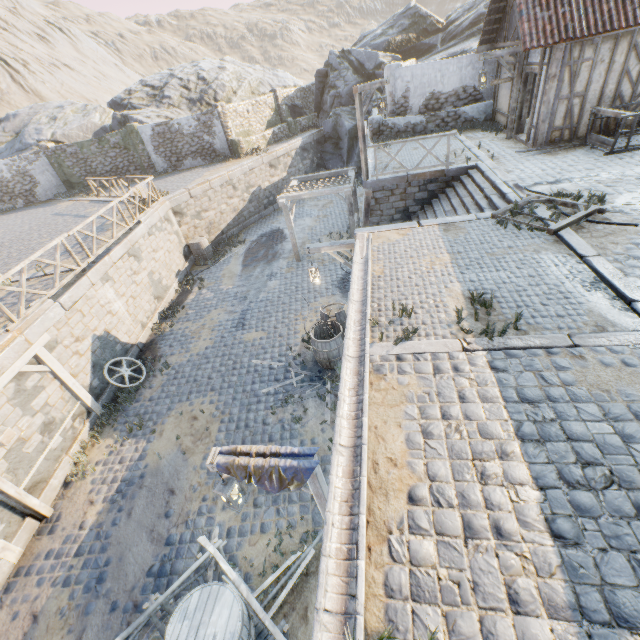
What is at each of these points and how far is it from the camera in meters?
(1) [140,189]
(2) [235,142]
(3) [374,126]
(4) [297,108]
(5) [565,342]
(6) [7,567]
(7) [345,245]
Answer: (1) fabric, 14.0
(2) stone column, 21.4
(3) stone column, 17.1
(4) rock, 26.4
(5) stone blocks, 4.5
(6) stone blocks, 6.6
(7) street light, 9.0

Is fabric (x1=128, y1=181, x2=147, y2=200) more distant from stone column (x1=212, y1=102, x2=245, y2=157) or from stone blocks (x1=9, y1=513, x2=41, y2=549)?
stone column (x1=212, y1=102, x2=245, y2=157)

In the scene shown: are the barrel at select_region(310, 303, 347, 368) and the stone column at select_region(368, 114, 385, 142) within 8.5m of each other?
no

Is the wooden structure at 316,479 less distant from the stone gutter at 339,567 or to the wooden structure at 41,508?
the stone gutter at 339,567

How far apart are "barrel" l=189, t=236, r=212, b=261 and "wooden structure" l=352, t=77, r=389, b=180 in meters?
9.1 m

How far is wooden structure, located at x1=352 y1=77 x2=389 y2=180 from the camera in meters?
10.6

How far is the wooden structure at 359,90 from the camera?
10.6 meters

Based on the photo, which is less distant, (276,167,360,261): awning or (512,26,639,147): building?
(512,26,639,147): building
